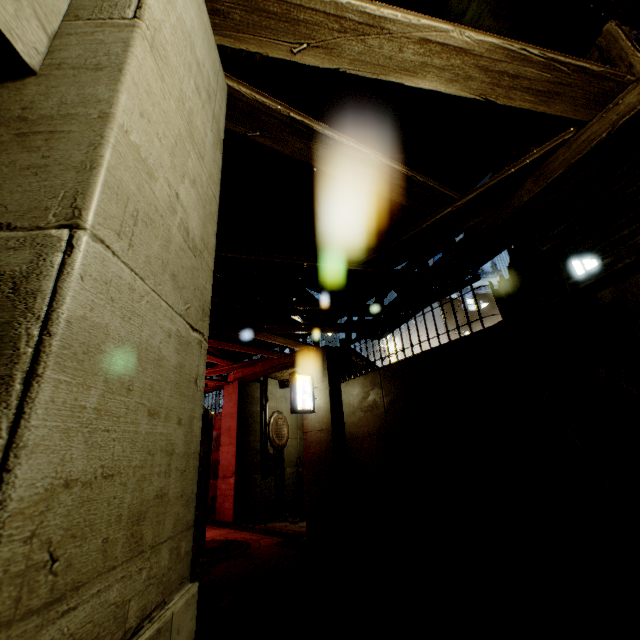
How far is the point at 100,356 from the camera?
1.0 meters

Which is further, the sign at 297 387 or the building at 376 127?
the sign at 297 387

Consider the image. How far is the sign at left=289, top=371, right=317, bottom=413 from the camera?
9.27m

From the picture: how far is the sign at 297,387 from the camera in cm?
927

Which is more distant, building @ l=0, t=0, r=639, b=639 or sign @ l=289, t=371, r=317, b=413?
sign @ l=289, t=371, r=317, b=413
